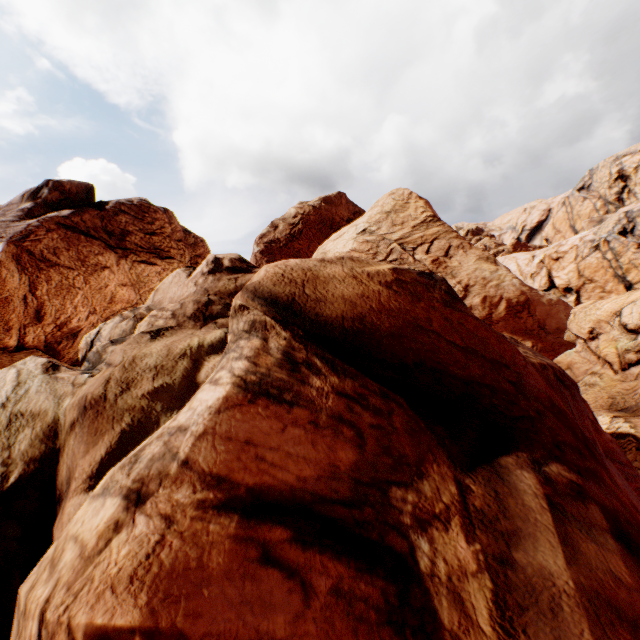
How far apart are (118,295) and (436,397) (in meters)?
26.96
